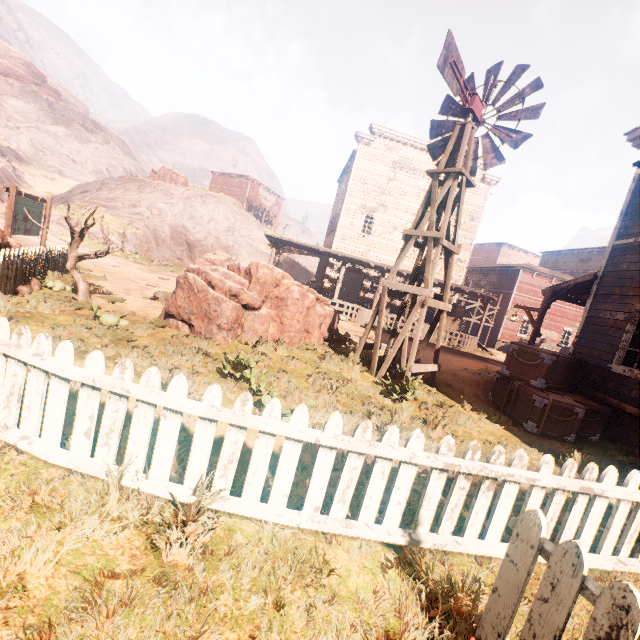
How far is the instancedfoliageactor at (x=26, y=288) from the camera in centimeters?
711cm

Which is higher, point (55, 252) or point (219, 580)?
point (55, 252)

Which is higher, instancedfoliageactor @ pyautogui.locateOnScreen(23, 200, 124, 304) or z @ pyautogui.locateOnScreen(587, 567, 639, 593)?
instancedfoliageactor @ pyautogui.locateOnScreen(23, 200, 124, 304)

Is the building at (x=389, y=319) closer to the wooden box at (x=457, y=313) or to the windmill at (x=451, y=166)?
the wooden box at (x=457, y=313)

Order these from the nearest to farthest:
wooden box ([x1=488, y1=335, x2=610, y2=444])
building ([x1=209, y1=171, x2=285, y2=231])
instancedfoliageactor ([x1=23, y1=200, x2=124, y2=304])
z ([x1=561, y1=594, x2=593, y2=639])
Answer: z ([x1=561, y1=594, x2=593, y2=639]) < wooden box ([x1=488, y1=335, x2=610, y2=444]) < instancedfoliageactor ([x1=23, y1=200, x2=124, y2=304]) < building ([x1=209, y1=171, x2=285, y2=231])

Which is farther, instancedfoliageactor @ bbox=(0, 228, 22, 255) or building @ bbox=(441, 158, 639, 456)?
building @ bbox=(441, 158, 639, 456)

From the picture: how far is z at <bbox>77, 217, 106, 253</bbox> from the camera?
20.90m
